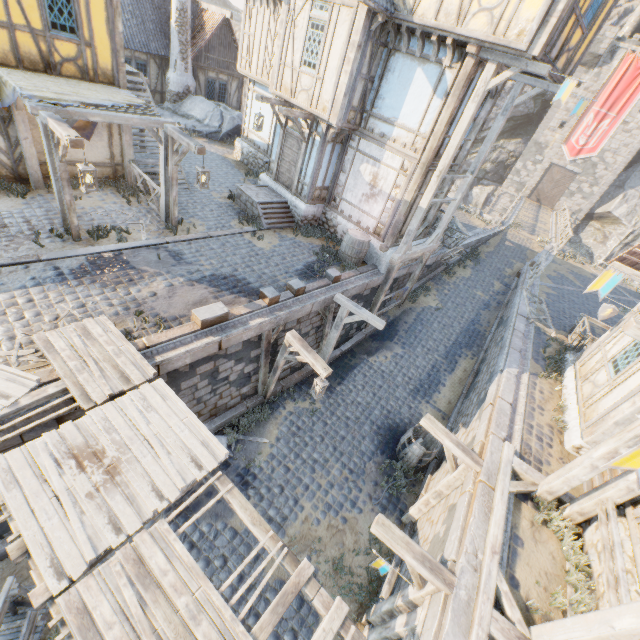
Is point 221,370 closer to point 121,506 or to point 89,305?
point 89,305

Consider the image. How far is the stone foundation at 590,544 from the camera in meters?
5.2 m

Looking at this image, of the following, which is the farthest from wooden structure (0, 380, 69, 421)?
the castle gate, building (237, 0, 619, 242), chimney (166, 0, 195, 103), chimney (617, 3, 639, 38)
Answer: chimney (617, 3, 639, 38)

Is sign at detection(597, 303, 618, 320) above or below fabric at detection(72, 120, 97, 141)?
above

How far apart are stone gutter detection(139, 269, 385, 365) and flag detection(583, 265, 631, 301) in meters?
6.2 m

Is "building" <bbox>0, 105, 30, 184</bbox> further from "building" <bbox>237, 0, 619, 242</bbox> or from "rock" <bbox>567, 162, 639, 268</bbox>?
"building" <bbox>237, 0, 619, 242</bbox>

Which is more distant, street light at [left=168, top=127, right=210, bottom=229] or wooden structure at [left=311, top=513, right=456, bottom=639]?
street light at [left=168, top=127, right=210, bottom=229]

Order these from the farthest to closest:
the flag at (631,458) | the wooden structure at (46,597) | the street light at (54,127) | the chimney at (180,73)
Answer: the chimney at (180,73)
the street light at (54,127)
the wooden structure at (46,597)
the flag at (631,458)
